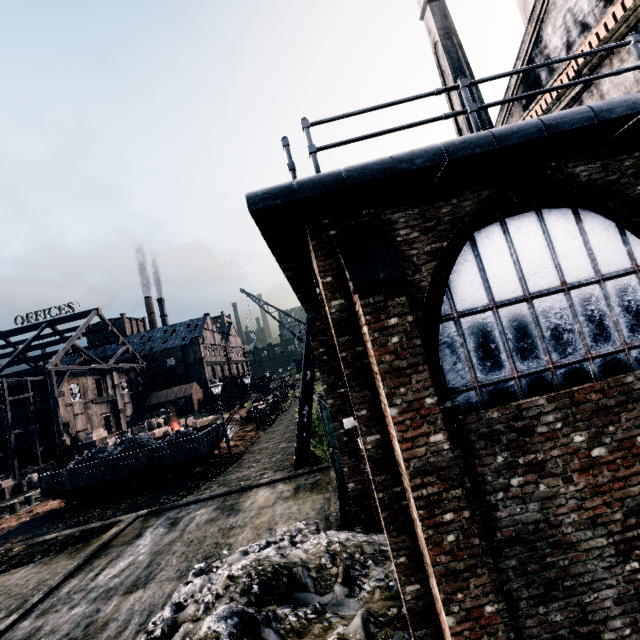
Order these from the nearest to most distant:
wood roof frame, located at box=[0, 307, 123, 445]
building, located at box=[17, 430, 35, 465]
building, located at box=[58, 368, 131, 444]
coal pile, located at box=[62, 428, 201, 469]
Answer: coal pile, located at box=[62, 428, 201, 469] < wood roof frame, located at box=[0, 307, 123, 445] < building, located at box=[17, 430, 35, 465] < building, located at box=[58, 368, 131, 444]

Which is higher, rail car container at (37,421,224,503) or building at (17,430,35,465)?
building at (17,430,35,465)

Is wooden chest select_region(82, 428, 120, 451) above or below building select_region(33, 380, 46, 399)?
below

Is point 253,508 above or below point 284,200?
below

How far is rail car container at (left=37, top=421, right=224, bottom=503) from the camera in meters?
20.7 m

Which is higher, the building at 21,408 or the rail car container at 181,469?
the building at 21,408

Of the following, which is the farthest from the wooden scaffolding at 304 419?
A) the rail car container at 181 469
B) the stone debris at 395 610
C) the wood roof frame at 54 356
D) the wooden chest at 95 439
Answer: the wood roof frame at 54 356

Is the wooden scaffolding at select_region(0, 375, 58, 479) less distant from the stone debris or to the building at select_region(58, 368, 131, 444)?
the building at select_region(58, 368, 131, 444)
